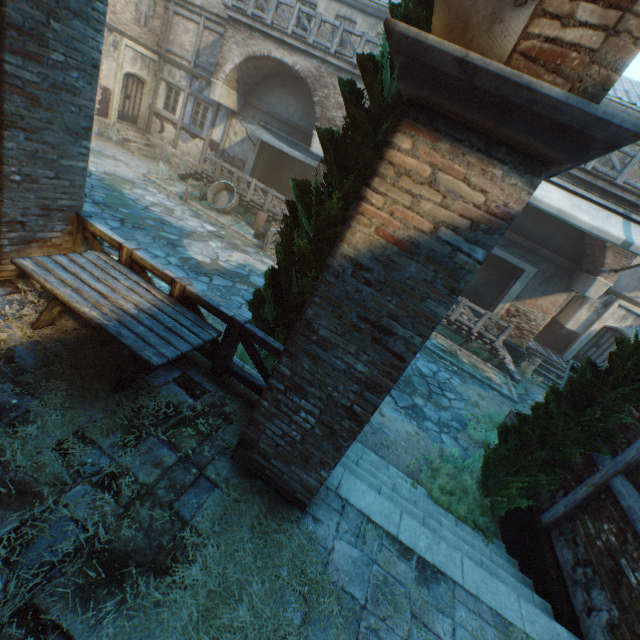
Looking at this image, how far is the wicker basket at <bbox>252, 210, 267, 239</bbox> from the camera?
13.95m

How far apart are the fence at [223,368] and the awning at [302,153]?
10.8m

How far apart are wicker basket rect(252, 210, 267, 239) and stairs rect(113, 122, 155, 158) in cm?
810

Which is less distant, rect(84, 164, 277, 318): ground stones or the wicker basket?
rect(84, 164, 277, 318): ground stones

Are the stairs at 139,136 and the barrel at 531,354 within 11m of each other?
no

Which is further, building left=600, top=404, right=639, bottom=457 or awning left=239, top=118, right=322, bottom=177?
awning left=239, top=118, right=322, bottom=177

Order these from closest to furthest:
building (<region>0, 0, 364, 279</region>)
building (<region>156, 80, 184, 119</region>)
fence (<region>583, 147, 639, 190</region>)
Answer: building (<region>0, 0, 364, 279</region>)
fence (<region>583, 147, 639, 190</region>)
building (<region>156, 80, 184, 119</region>)

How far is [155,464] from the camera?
3.2m
